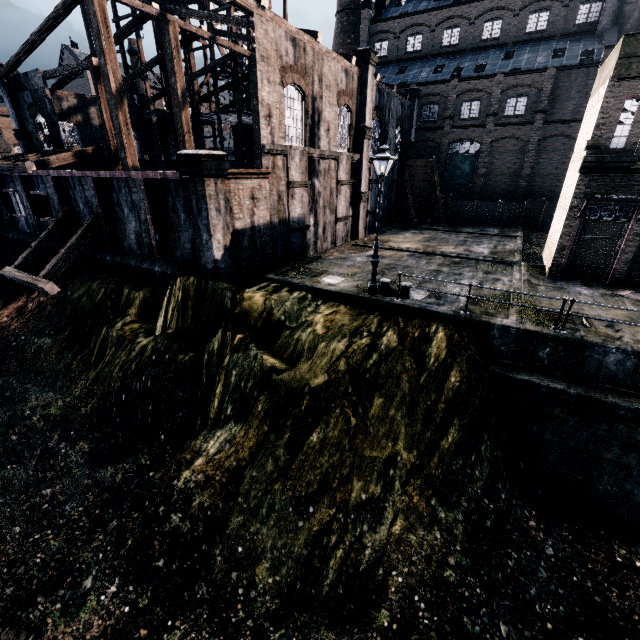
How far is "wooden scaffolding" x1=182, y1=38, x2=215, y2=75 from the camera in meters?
31.4

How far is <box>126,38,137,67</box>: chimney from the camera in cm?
5494

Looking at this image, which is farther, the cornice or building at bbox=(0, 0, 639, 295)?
building at bbox=(0, 0, 639, 295)

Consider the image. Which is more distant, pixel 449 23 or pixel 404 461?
pixel 449 23

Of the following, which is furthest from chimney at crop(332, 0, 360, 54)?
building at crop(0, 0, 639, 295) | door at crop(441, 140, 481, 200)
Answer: door at crop(441, 140, 481, 200)

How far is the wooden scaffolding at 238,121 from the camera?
31.81m

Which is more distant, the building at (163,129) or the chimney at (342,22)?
the chimney at (342,22)
